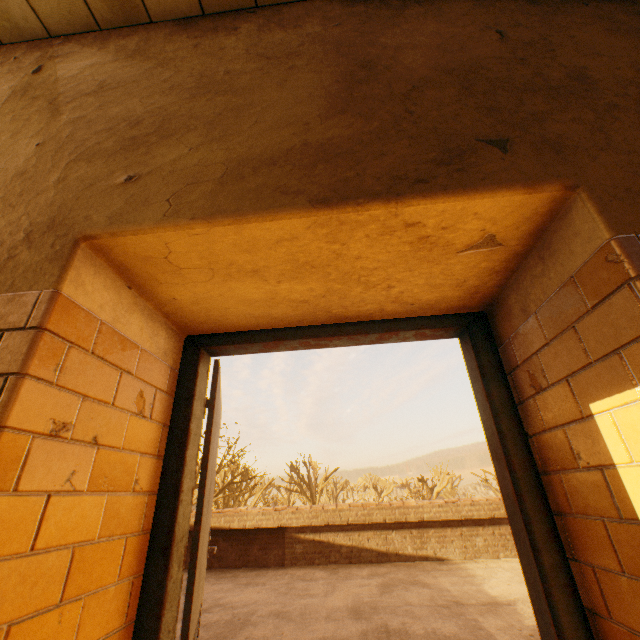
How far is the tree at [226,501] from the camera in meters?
19.8

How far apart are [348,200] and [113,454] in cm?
129

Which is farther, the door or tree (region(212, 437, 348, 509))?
tree (region(212, 437, 348, 509))

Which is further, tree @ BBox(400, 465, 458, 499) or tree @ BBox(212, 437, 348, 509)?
tree @ BBox(400, 465, 458, 499)

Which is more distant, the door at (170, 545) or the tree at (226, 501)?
the tree at (226, 501)

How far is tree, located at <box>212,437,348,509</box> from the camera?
19.8 meters
